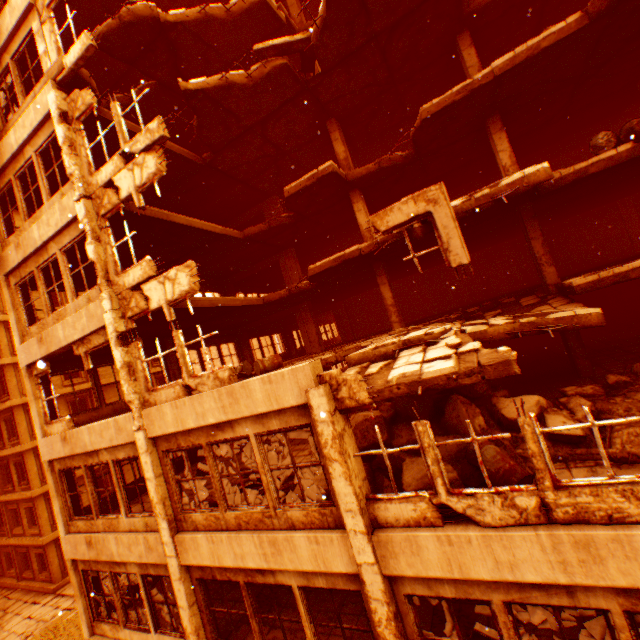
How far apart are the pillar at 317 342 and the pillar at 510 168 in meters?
9.7

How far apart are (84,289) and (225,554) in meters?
10.9

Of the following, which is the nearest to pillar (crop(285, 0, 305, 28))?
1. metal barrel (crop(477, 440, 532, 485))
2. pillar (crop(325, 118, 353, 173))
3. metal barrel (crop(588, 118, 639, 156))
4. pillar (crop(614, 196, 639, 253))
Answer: metal barrel (crop(477, 440, 532, 485))

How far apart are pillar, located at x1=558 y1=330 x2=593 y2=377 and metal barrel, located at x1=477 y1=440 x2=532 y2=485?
6.1m

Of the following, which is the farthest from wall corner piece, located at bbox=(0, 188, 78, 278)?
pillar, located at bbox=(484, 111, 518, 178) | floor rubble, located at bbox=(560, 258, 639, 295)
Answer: pillar, located at bbox=(484, 111, 518, 178)

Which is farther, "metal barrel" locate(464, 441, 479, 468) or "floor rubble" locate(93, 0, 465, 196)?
"floor rubble" locate(93, 0, 465, 196)

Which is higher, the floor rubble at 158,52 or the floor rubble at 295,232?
the floor rubble at 158,52

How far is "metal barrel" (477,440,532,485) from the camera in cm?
507
